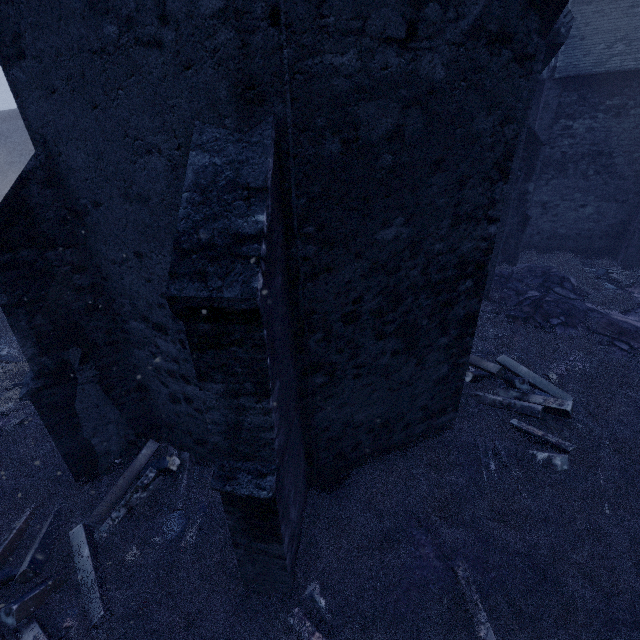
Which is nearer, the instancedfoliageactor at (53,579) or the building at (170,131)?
the building at (170,131)

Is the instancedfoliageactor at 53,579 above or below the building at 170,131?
below

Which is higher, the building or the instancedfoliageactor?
the building

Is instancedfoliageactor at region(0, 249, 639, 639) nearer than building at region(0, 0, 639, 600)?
No

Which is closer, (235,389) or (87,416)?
(235,389)
